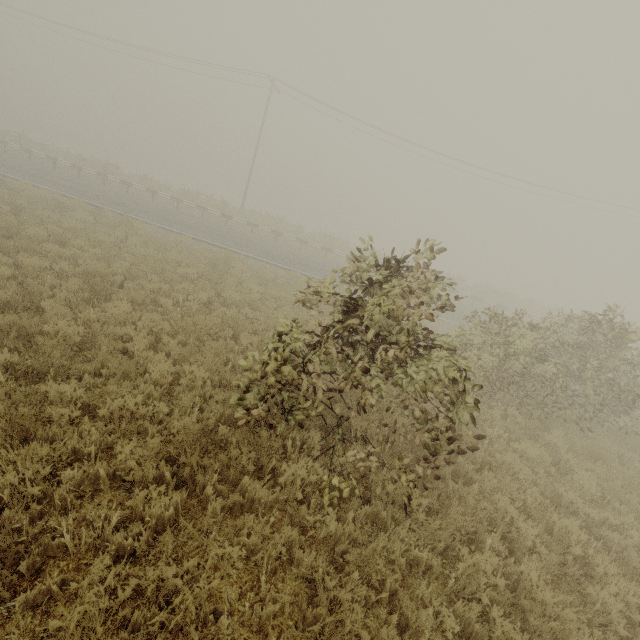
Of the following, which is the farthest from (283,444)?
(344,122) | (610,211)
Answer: (610,211)
